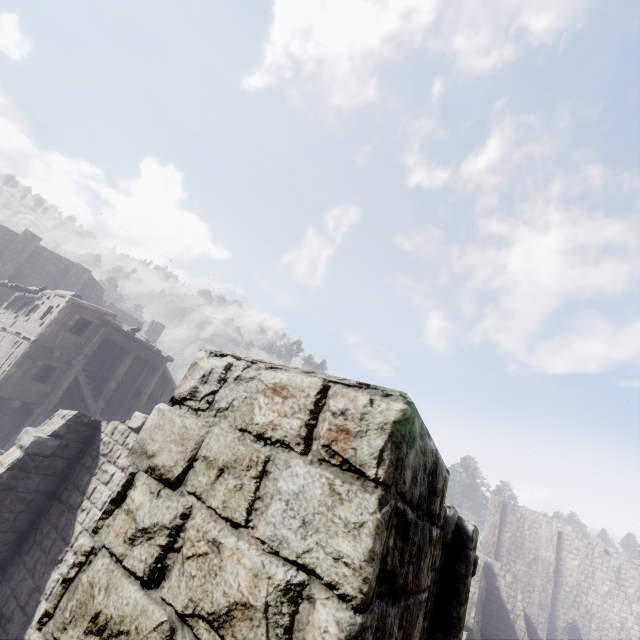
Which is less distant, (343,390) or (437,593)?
(343,390)
